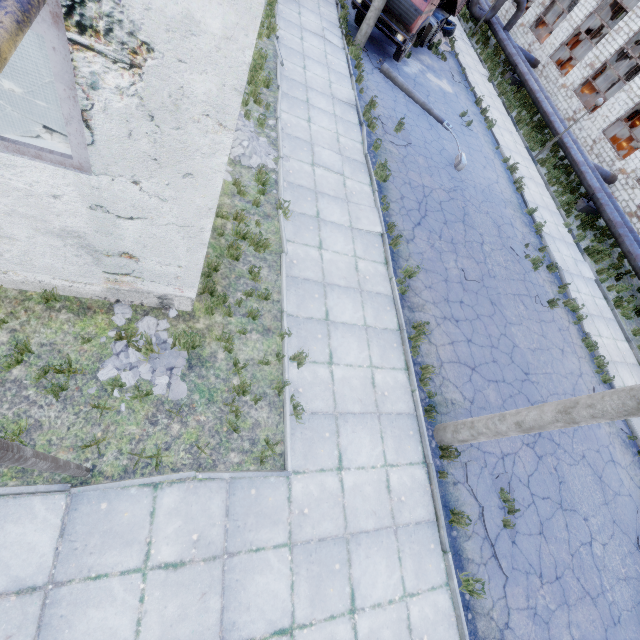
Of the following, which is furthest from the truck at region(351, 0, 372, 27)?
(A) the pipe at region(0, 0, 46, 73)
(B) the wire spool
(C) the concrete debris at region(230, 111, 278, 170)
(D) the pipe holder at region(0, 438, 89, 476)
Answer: (B) the wire spool

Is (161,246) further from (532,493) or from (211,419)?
(532,493)

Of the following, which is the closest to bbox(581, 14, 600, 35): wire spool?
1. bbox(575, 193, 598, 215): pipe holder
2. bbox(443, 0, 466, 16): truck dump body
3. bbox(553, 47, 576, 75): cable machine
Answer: bbox(553, 47, 576, 75): cable machine

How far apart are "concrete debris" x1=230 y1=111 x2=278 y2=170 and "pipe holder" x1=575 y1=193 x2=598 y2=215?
17.5m

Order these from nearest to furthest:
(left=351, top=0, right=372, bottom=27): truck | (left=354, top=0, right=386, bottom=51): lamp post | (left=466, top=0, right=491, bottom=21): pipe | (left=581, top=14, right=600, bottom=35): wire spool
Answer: (left=354, top=0, right=386, bottom=51): lamp post < (left=351, top=0, right=372, bottom=27): truck < (left=466, top=0, right=491, bottom=21): pipe < (left=581, top=14, right=600, bottom=35): wire spool

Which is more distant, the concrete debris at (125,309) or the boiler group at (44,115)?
the concrete debris at (125,309)

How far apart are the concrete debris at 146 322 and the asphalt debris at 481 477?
5.97m

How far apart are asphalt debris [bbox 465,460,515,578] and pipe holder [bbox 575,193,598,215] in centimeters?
1713cm
